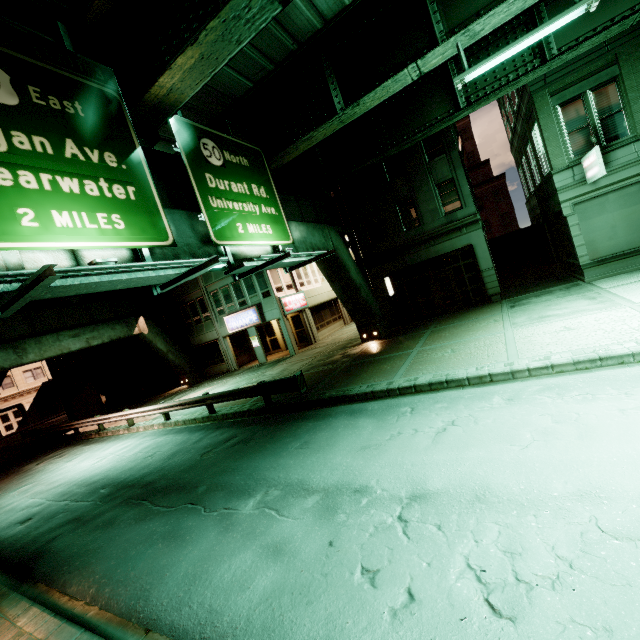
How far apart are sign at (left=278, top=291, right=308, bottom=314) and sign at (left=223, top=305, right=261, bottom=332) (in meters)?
1.75

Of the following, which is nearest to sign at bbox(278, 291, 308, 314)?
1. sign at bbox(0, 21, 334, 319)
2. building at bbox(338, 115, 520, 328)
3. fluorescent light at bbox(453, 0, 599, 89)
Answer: building at bbox(338, 115, 520, 328)

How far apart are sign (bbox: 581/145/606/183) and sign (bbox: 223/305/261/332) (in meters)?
20.16

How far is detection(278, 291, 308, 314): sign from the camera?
24.2m

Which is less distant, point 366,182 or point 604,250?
point 604,250

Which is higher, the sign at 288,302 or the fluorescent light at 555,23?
the fluorescent light at 555,23

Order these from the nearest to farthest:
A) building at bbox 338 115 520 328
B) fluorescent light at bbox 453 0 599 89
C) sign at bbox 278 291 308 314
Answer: fluorescent light at bbox 453 0 599 89
building at bbox 338 115 520 328
sign at bbox 278 291 308 314

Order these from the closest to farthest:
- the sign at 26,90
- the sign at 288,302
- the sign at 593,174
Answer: the sign at 26,90, the sign at 593,174, the sign at 288,302
